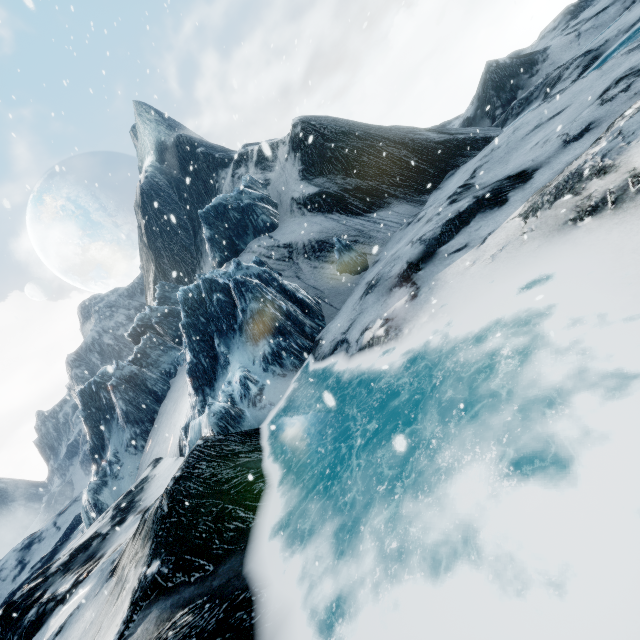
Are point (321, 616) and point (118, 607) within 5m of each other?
yes
